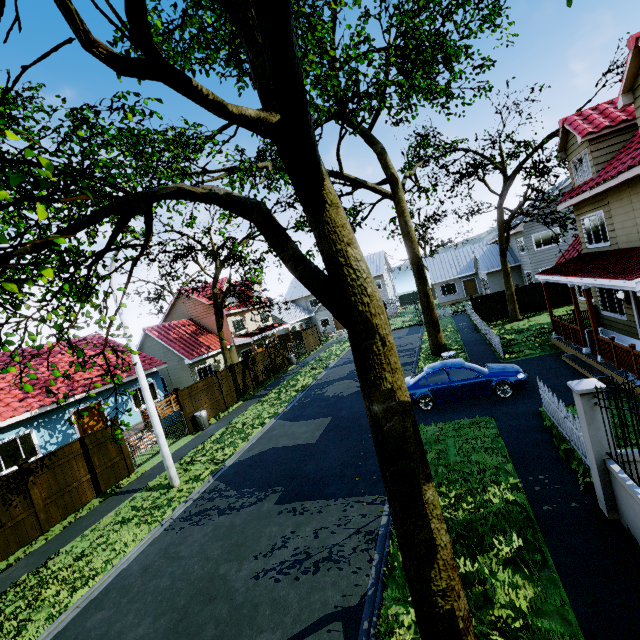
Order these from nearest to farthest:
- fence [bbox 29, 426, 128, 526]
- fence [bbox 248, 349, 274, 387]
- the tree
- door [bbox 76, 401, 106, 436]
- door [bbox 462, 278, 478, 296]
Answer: the tree, fence [bbox 29, 426, 128, 526], door [bbox 76, 401, 106, 436], fence [bbox 248, 349, 274, 387], door [bbox 462, 278, 478, 296]

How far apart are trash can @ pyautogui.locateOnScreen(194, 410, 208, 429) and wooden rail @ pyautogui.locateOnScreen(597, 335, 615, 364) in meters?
17.7

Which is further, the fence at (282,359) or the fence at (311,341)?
the fence at (311,341)

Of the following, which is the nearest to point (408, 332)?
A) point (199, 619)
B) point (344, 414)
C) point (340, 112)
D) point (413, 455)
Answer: point (344, 414)

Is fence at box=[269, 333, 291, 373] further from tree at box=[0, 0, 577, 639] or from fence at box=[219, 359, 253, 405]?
tree at box=[0, 0, 577, 639]

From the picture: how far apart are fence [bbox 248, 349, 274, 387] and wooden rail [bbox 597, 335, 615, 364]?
19.6m

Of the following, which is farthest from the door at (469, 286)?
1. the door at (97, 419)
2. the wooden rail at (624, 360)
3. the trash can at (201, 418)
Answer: the door at (97, 419)

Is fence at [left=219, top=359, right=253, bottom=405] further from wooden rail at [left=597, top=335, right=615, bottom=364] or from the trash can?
wooden rail at [left=597, top=335, right=615, bottom=364]
